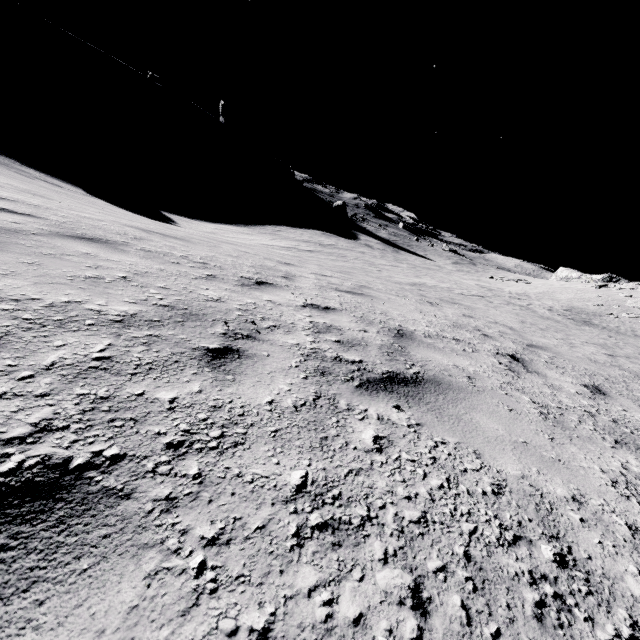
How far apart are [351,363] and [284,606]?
1.9m

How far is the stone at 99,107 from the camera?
58.9m

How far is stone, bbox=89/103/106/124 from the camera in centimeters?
5891cm
